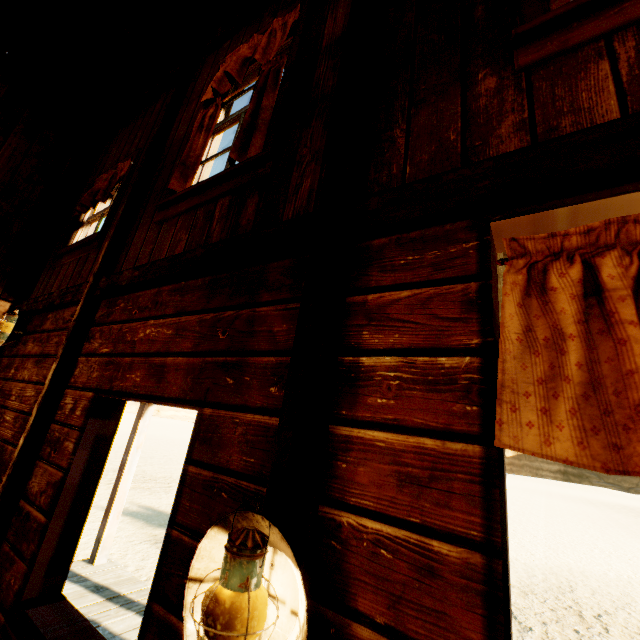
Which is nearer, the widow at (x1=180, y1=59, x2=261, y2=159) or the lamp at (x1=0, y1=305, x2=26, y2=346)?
the widow at (x1=180, y1=59, x2=261, y2=159)

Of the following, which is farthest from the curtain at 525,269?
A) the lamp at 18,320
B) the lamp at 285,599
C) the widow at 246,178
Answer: the lamp at 18,320

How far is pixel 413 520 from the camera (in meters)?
0.89

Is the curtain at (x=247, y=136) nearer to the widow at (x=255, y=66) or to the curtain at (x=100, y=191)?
the widow at (x=255, y=66)

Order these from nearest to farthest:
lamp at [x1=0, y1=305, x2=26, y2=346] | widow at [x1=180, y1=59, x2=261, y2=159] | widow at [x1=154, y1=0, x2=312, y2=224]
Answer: widow at [x1=154, y1=0, x2=312, y2=224] → widow at [x1=180, y1=59, x2=261, y2=159] → lamp at [x1=0, y1=305, x2=26, y2=346]

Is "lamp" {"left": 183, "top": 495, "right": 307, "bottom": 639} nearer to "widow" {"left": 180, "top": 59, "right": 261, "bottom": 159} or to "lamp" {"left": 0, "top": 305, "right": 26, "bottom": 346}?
"widow" {"left": 180, "top": 59, "right": 261, "bottom": 159}

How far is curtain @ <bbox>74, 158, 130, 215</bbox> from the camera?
3.6 meters

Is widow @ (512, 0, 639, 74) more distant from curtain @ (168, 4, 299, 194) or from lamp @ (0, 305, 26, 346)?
lamp @ (0, 305, 26, 346)
